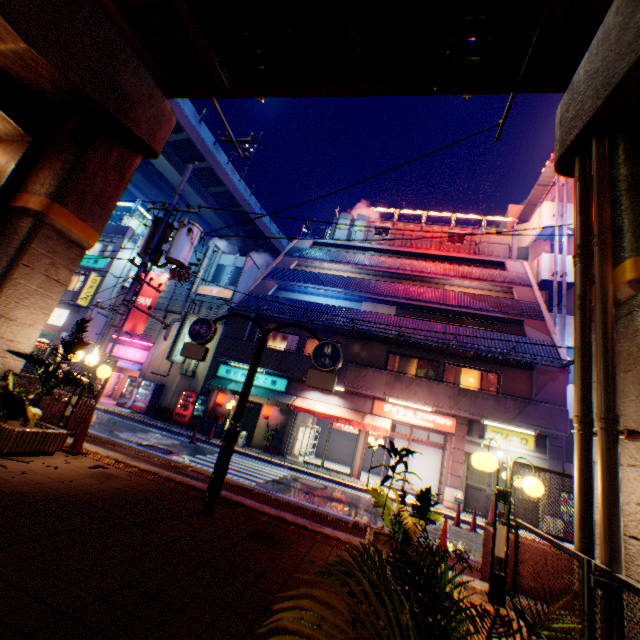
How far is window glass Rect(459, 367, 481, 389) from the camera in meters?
17.1

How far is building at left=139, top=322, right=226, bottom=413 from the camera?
21.2m

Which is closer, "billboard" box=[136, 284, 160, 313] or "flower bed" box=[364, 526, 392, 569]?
"flower bed" box=[364, 526, 392, 569]

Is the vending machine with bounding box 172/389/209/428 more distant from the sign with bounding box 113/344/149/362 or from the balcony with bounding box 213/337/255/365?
the sign with bounding box 113/344/149/362

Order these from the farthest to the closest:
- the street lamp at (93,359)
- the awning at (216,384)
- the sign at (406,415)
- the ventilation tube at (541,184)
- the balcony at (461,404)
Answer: the ventilation tube at (541,184)
the awning at (216,384)
the sign at (406,415)
the balcony at (461,404)
the street lamp at (93,359)

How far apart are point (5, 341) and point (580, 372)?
10.7m

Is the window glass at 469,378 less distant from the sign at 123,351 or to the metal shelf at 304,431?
the metal shelf at 304,431

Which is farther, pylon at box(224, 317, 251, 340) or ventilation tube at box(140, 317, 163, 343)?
ventilation tube at box(140, 317, 163, 343)
